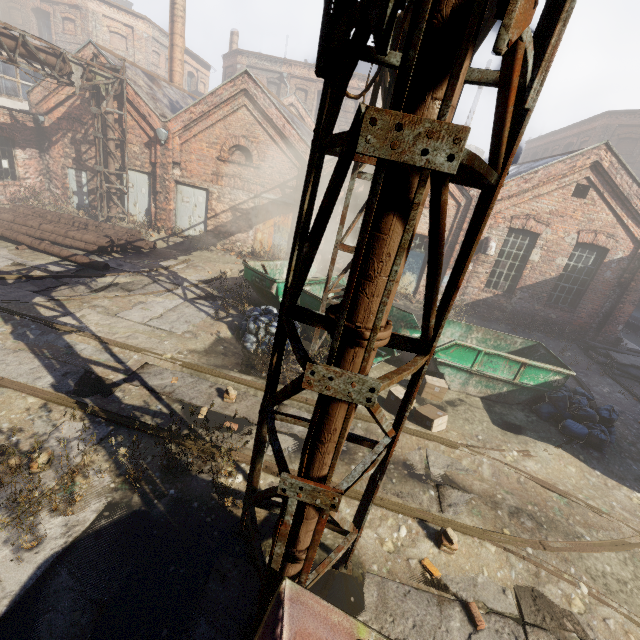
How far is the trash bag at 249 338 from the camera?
8.22m

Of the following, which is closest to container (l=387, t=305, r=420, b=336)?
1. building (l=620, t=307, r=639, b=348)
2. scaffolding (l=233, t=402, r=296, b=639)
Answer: scaffolding (l=233, t=402, r=296, b=639)

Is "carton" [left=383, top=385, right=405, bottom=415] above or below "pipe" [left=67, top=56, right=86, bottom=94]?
below

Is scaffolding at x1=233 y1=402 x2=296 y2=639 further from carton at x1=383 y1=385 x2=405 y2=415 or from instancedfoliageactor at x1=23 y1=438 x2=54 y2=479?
carton at x1=383 y1=385 x2=405 y2=415

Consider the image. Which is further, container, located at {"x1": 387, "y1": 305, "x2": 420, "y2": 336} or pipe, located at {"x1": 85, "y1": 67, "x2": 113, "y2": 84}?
pipe, located at {"x1": 85, "y1": 67, "x2": 113, "y2": 84}

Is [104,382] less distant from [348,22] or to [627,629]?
[348,22]

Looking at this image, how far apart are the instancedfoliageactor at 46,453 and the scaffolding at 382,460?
2.30m

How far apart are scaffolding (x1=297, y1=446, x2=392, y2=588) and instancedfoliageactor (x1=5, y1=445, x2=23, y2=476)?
2.3m
